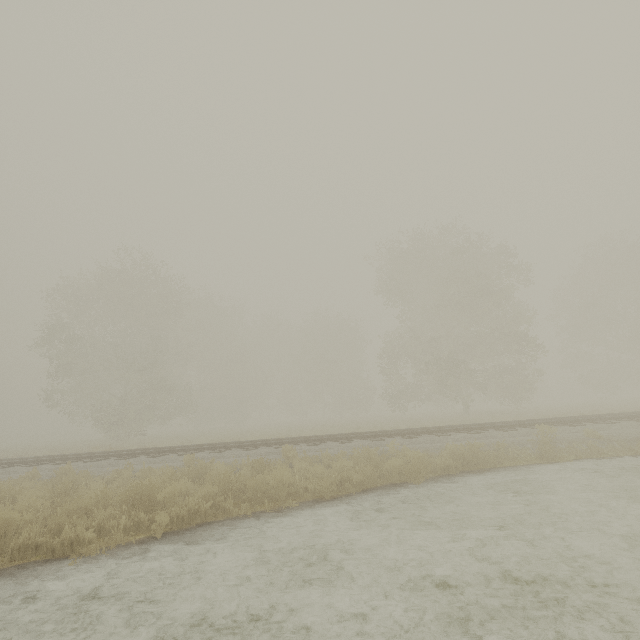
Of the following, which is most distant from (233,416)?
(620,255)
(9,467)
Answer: (620,255)
